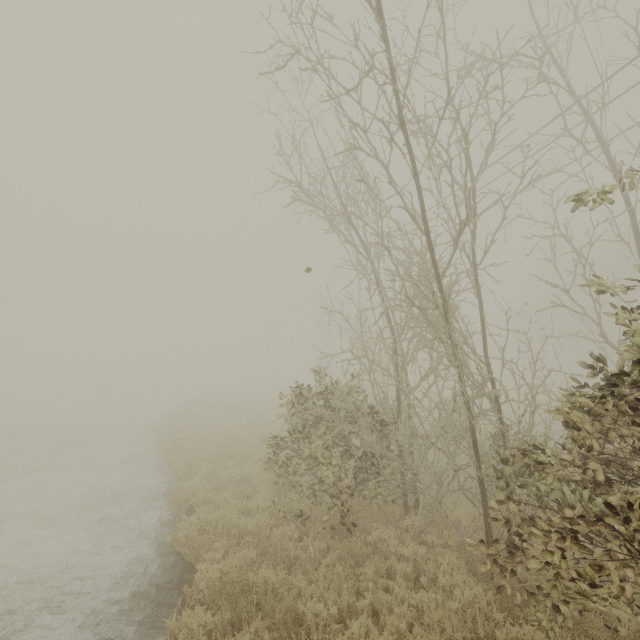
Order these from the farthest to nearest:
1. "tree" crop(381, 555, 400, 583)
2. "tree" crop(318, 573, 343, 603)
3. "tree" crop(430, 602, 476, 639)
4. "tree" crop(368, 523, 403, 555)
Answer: "tree" crop(368, 523, 403, 555) < "tree" crop(381, 555, 400, 583) < "tree" crop(318, 573, 343, 603) < "tree" crop(430, 602, 476, 639)

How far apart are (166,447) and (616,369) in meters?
17.3

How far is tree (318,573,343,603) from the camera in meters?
5.0

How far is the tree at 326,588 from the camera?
5.02m
